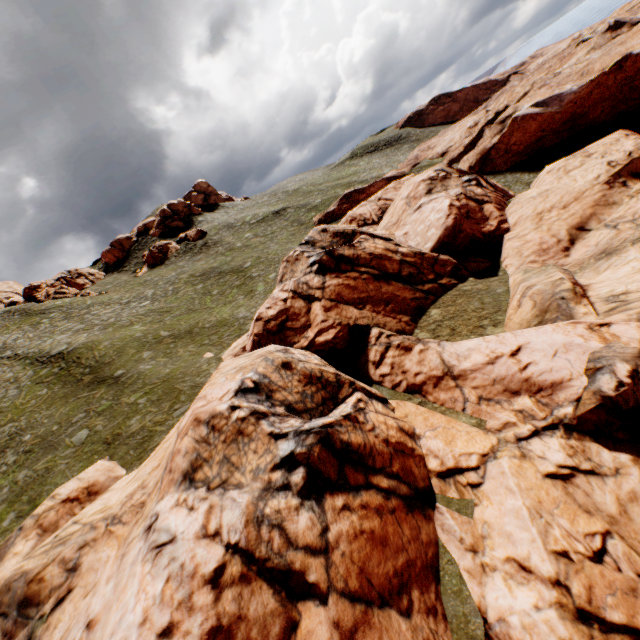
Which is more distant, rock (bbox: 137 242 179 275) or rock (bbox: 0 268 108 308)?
rock (bbox: 137 242 179 275)

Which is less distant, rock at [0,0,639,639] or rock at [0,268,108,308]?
rock at [0,0,639,639]

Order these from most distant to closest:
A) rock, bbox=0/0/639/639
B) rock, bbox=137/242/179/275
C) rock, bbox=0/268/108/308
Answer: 1. rock, bbox=137/242/179/275
2. rock, bbox=0/268/108/308
3. rock, bbox=0/0/639/639

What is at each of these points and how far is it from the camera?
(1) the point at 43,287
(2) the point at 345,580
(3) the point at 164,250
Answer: (1) rock, 55.9 meters
(2) rock, 8.7 meters
(3) rock, 59.3 meters

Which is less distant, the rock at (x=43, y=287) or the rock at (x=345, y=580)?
the rock at (x=345, y=580)

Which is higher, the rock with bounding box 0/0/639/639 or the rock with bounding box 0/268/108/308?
the rock with bounding box 0/268/108/308

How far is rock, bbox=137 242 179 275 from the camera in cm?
5853

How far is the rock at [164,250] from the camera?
58.5 meters
